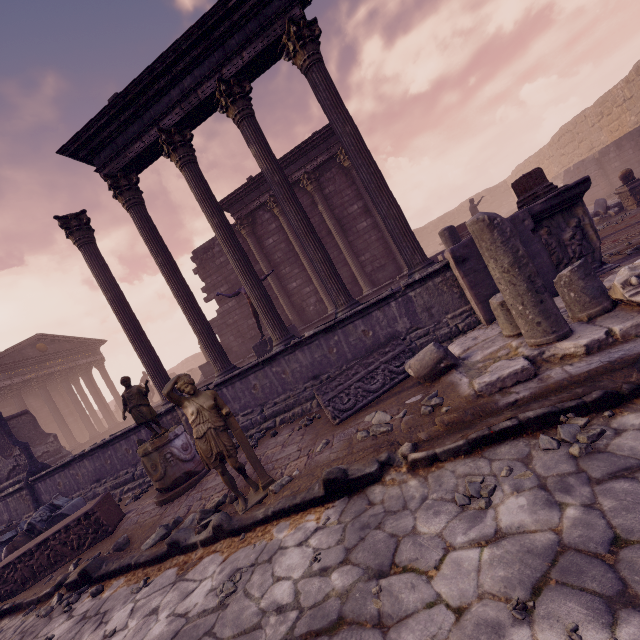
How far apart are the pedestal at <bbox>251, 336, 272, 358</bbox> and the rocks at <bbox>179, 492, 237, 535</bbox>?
5.2m

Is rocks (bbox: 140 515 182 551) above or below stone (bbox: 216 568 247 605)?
above

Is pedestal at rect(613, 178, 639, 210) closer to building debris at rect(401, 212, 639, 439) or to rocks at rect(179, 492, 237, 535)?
building debris at rect(401, 212, 639, 439)

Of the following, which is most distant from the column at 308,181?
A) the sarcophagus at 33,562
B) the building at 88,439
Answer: the building at 88,439

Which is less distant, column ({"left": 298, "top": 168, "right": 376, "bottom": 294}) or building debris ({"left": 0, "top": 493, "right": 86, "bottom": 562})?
building debris ({"left": 0, "top": 493, "right": 86, "bottom": 562})

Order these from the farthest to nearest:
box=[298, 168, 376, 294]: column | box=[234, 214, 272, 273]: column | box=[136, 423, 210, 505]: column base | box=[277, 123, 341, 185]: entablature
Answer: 1. box=[234, 214, 272, 273]: column
2. box=[298, 168, 376, 294]: column
3. box=[277, 123, 341, 185]: entablature
4. box=[136, 423, 210, 505]: column base

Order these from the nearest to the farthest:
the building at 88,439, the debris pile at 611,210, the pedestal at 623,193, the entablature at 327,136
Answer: the pedestal at 623,193 → the debris pile at 611,210 → the entablature at 327,136 → the building at 88,439

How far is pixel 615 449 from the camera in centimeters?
231cm
